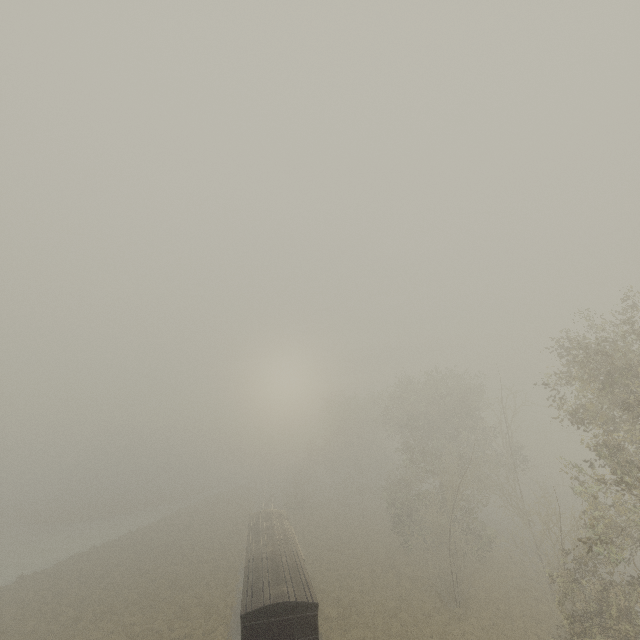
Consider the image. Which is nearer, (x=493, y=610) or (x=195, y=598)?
(x=493, y=610)
